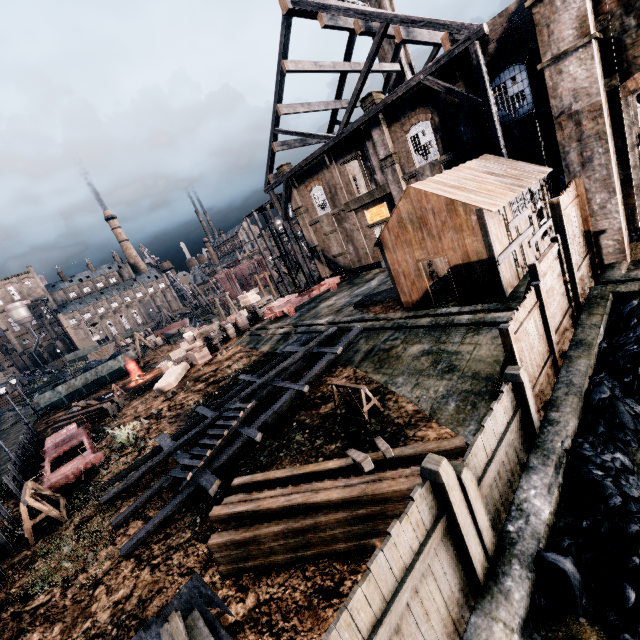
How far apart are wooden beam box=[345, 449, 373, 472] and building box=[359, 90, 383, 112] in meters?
24.5 m

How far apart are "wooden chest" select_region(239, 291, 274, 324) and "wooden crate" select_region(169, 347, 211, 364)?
7.9 meters

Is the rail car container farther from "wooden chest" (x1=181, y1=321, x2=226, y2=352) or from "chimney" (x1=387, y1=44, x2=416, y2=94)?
"chimney" (x1=387, y1=44, x2=416, y2=94)

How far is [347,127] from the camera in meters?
25.4

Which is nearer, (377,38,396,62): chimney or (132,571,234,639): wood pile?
(132,571,234,639): wood pile

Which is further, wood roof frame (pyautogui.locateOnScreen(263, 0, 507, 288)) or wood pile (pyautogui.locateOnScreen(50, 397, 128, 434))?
wood pile (pyautogui.locateOnScreen(50, 397, 128, 434))

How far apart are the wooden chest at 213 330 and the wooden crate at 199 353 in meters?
0.2

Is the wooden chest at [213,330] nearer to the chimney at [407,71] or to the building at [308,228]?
the building at [308,228]
